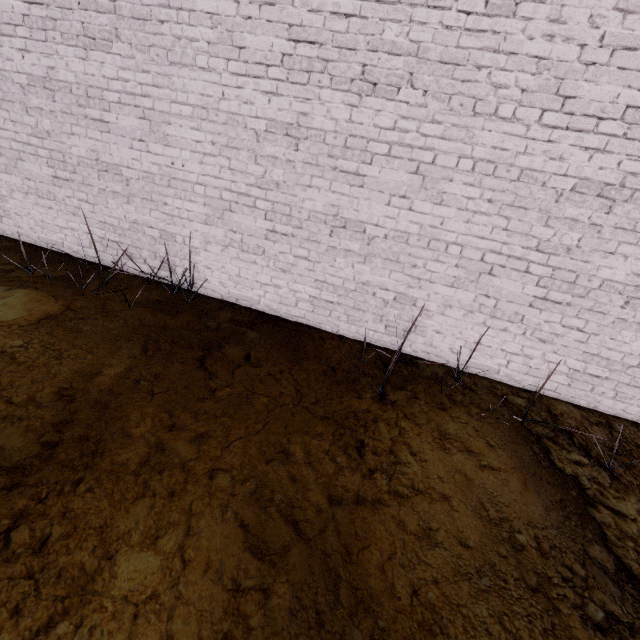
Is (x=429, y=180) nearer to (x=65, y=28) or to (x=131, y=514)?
(x=131, y=514)
